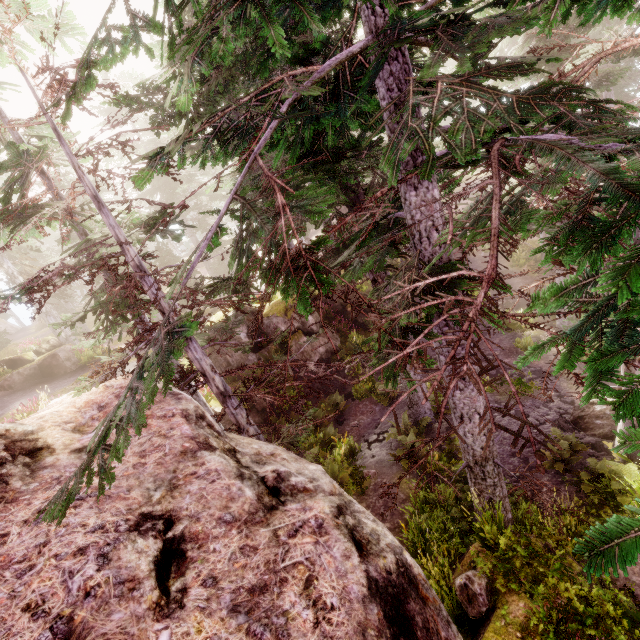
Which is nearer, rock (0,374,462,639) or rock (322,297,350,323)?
rock (0,374,462,639)

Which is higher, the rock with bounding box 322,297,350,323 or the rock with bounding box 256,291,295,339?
the rock with bounding box 256,291,295,339

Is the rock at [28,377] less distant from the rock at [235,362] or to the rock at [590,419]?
the rock at [235,362]

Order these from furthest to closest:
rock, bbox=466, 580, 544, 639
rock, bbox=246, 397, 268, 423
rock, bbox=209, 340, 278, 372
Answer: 1. rock, bbox=209, 340, 278, 372
2. rock, bbox=246, 397, 268, 423
3. rock, bbox=466, 580, 544, 639

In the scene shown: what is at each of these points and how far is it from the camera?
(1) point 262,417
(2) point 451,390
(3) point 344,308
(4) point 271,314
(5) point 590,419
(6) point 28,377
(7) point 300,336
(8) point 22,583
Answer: (1) rock, 16.73m
(2) instancedfoliageactor, 6.18m
(3) rock, 22.58m
(4) rock, 19.48m
(5) rock, 11.21m
(6) rock, 19.55m
(7) rock, 19.52m
(8) rock, 2.61m

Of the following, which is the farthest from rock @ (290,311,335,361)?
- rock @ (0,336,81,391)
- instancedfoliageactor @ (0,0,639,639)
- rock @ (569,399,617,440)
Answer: rock @ (569,399,617,440)

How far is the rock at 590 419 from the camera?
10.52m

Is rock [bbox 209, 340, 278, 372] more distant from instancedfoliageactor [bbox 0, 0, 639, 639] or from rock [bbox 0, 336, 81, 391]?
rock [bbox 0, 336, 81, 391]
